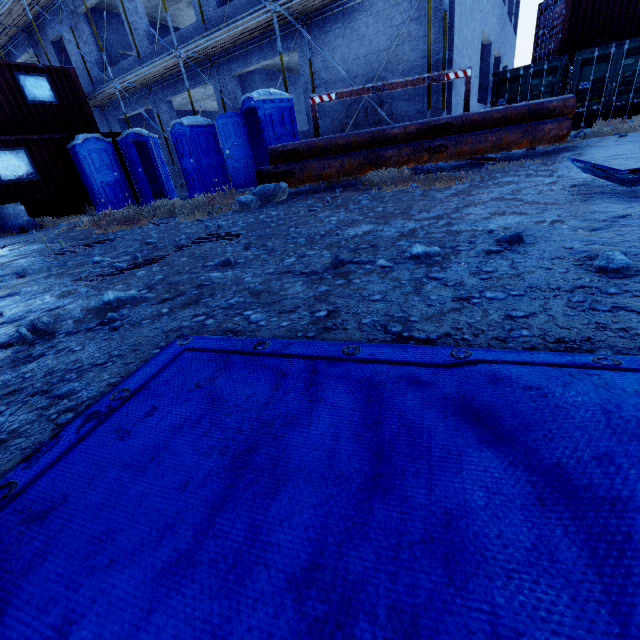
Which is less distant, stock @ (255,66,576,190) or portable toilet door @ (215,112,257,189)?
stock @ (255,66,576,190)

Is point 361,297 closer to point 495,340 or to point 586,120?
point 495,340

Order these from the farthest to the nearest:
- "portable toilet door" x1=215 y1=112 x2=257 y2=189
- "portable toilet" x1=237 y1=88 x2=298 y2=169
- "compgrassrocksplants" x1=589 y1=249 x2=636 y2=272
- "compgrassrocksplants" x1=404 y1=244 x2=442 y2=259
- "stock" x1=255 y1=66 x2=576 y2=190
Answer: "portable toilet door" x1=215 y1=112 x2=257 y2=189, "portable toilet" x1=237 y1=88 x2=298 y2=169, "stock" x1=255 y1=66 x2=576 y2=190, "compgrassrocksplants" x1=404 y1=244 x2=442 y2=259, "compgrassrocksplants" x1=589 y1=249 x2=636 y2=272

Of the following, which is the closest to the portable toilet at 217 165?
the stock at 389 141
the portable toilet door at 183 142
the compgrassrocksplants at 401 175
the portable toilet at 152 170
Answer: the portable toilet door at 183 142

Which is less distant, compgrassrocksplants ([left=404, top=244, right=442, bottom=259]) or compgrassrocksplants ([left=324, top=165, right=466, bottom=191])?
compgrassrocksplants ([left=404, top=244, right=442, bottom=259])

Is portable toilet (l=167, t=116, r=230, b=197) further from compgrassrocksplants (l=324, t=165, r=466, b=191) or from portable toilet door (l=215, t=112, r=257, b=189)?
compgrassrocksplants (l=324, t=165, r=466, b=191)

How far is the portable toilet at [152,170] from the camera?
11.0 meters

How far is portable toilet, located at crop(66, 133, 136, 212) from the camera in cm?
1037
